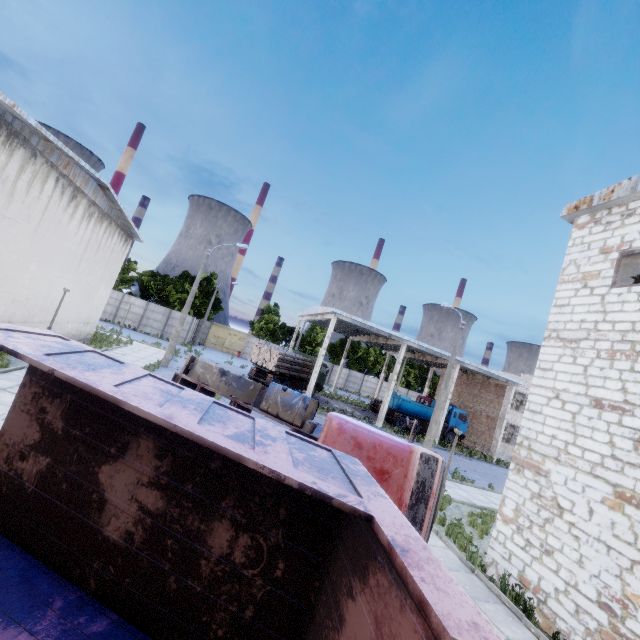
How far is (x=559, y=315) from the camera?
9.57m

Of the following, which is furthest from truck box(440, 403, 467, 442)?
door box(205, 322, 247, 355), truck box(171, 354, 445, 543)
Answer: door box(205, 322, 247, 355)

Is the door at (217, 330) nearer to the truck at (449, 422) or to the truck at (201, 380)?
the truck at (449, 422)

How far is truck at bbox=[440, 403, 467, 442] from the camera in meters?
32.6 m

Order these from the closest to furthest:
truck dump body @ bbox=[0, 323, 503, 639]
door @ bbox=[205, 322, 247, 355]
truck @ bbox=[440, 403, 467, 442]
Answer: truck dump body @ bbox=[0, 323, 503, 639]
truck @ bbox=[440, 403, 467, 442]
door @ bbox=[205, 322, 247, 355]

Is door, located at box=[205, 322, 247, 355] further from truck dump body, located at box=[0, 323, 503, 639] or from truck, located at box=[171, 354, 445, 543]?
truck dump body, located at box=[0, 323, 503, 639]

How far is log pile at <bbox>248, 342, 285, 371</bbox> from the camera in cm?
2658

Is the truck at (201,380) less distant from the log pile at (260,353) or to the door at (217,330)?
the log pile at (260,353)
